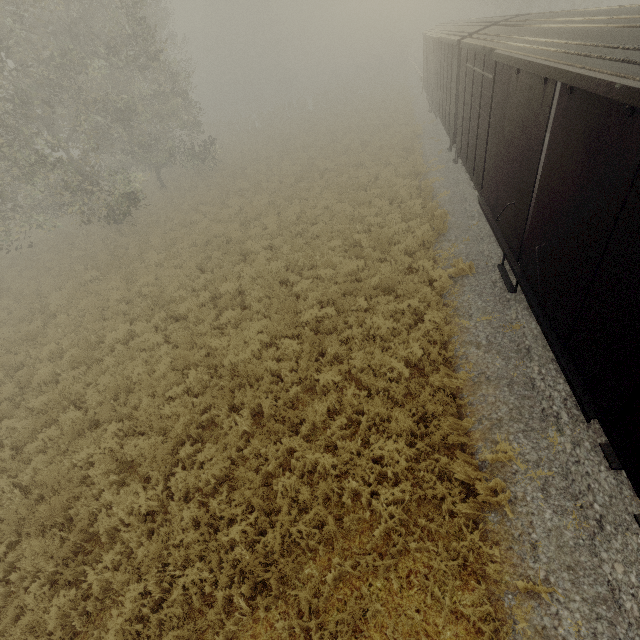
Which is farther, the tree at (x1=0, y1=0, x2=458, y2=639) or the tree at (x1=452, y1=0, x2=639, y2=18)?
the tree at (x1=452, y1=0, x2=639, y2=18)

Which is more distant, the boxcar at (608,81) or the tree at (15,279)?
the tree at (15,279)

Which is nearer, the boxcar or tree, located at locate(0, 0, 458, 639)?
the boxcar

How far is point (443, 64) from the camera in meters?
15.7

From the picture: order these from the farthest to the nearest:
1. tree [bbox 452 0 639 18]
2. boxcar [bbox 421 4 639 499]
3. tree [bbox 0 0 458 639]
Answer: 1. tree [bbox 452 0 639 18]
2. tree [bbox 0 0 458 639]
3. boxcar [bbox 421 4 639 499]
